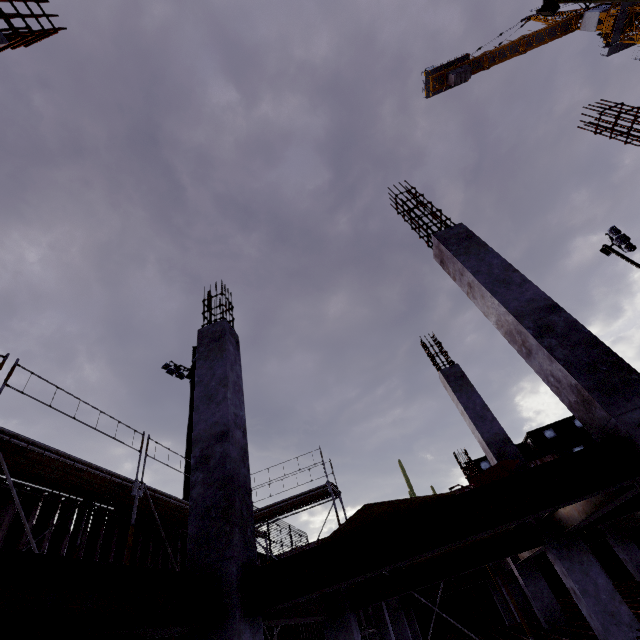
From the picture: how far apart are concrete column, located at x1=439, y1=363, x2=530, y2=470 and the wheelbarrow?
2.1m

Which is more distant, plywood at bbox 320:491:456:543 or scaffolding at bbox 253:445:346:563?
scaffolding at bbox 253:445:346:563

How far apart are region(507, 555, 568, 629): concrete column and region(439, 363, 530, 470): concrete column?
4.36m

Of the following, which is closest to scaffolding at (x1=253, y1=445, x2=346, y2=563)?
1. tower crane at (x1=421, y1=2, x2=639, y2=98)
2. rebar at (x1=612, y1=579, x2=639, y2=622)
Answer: rebar at (x1=612, y1=579, x2=639, y2=622)

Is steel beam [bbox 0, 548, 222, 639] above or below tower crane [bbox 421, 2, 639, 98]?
below

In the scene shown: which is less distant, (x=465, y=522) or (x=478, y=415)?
(x=465, y=522)

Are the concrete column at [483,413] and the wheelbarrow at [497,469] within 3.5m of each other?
yes

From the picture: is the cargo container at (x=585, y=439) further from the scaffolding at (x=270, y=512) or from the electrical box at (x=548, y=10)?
the electrical box at (x=548, y=10)
